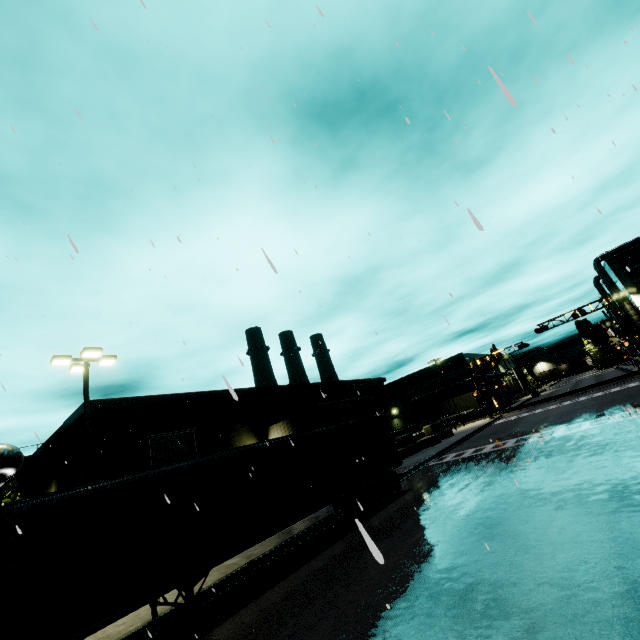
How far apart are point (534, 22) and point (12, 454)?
18.00m

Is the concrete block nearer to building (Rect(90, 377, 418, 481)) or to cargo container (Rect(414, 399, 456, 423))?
building (Rect(90, 377, 418, 481))

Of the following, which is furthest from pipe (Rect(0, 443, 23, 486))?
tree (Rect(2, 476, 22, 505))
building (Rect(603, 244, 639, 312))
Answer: tree (Rect(2, 476, 22, 505))

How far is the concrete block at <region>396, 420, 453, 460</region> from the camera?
29.8 meters

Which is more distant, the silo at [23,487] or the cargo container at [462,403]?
the cargo container at [462,403]

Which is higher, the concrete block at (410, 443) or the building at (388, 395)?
the building at (388, 395)

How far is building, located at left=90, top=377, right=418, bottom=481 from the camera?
22.8 meters
